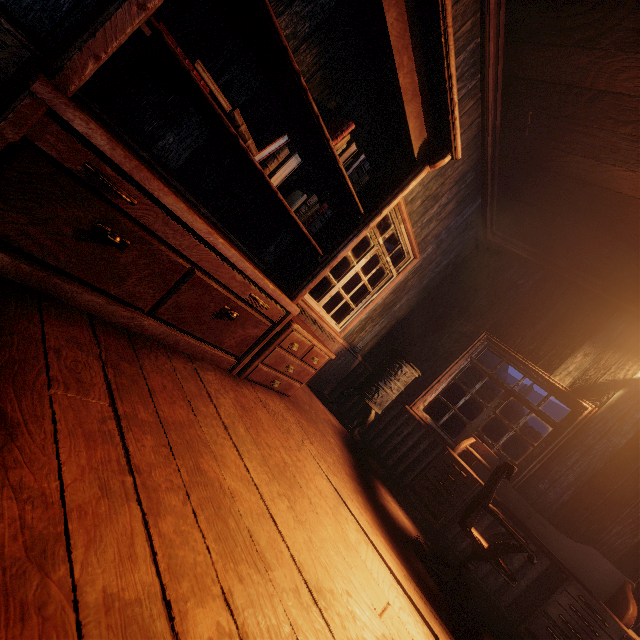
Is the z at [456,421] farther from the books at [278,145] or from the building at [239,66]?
the books at [278,145]

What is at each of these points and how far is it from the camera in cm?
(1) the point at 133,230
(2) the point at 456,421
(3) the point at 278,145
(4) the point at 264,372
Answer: (1) shop shelf, 164
(2) z, 1401
(3) books, 220
(4) nightstand, 297

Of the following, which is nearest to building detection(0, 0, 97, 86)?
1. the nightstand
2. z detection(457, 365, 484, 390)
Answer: z detection(457, 365, 484, 390)

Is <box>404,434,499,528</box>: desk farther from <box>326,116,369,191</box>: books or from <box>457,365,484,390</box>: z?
<box>326,116,369,191</box>: books

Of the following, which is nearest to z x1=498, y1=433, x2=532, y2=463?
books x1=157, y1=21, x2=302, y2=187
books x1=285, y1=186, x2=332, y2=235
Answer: books x1=285, y1=186, x2=332, y2=235

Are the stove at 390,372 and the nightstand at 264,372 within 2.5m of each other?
yes

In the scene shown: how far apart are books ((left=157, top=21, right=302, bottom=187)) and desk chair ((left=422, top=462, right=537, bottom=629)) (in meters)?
3.15

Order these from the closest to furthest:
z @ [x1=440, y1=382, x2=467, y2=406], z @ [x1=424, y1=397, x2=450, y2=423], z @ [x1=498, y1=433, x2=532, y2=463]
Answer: z @ [x1=424, y1=397, x2=450, y2=423] → z @ [x1=440, y1=382, x2=467, y2=406] → z @ [x1=498, y1=433, x2=532, y2=463]
